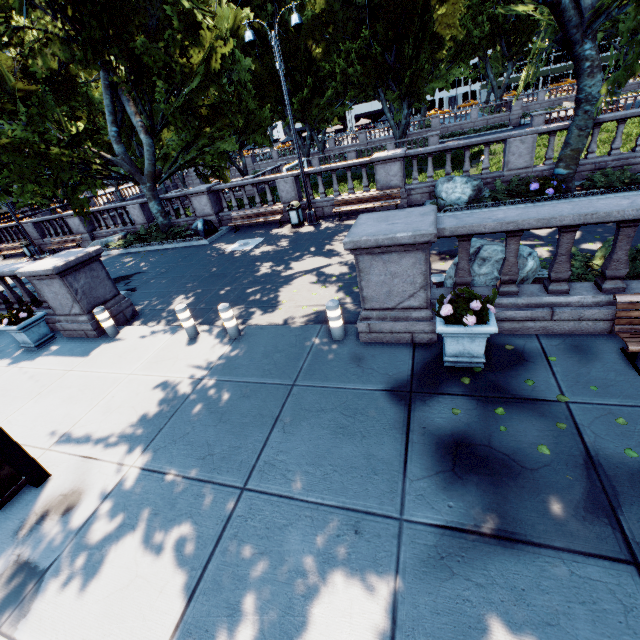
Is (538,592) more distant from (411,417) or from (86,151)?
(86,151)

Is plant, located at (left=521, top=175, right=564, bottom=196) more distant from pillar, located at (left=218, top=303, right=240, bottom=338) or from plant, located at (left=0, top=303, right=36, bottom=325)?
plant, located at (left=0, top=303, right=36, bottom=325)

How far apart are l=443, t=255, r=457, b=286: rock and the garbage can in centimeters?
932cm

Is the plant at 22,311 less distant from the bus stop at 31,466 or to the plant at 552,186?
the bus stop at 31,466

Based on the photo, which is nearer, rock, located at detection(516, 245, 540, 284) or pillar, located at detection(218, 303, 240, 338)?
rock, located at detection(516, 245, 540, 284)

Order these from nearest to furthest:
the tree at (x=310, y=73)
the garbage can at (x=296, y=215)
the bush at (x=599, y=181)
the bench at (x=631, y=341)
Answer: the bench at (x=631, y=341) < the bush at (x=599, y=181) < the tree at (x=310, y=73) < the garbage can at (x=296, y=215)

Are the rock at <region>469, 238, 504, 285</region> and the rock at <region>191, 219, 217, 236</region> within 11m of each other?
no

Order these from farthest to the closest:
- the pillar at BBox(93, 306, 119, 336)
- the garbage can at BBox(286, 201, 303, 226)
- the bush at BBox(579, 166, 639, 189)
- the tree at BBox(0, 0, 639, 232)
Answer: the garbage can at BBox(286, 201, 303, 226) → the tree at BBox(0, 0, 639, 232) → the bush at BBox(579, 166, 639, 189) → the pillar at BBox(93, 306, 119, 336)
